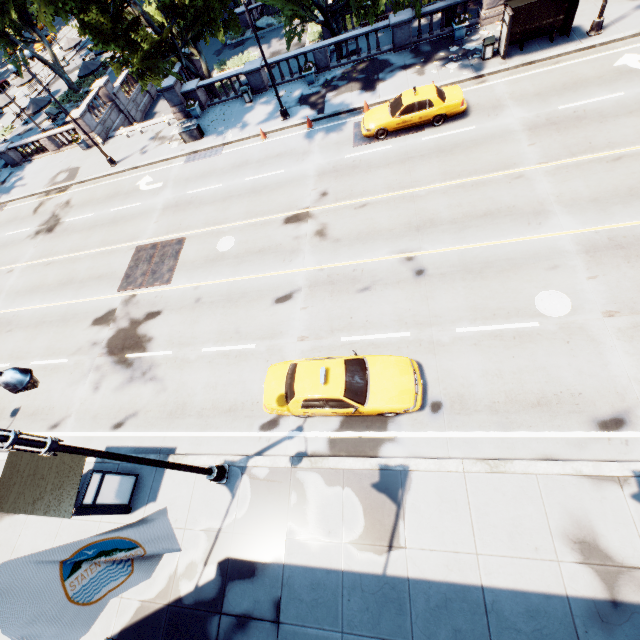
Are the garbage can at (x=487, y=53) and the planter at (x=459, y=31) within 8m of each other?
yes

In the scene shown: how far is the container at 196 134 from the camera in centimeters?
2275cm

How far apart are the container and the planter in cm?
1759

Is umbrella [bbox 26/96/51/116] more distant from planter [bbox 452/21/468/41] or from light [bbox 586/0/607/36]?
light [bbox 586/0/607/36]

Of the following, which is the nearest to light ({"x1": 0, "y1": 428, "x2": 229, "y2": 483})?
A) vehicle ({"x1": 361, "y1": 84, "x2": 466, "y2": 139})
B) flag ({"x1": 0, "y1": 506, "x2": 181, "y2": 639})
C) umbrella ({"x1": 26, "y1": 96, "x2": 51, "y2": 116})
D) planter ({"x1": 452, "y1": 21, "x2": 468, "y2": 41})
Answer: flag ({"x1": 0, "y1": 506, "x2": 181, "y2": 639})

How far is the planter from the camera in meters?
19.5

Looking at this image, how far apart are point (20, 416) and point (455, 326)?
19.7m

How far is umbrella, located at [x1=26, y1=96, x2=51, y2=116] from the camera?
30.9m
